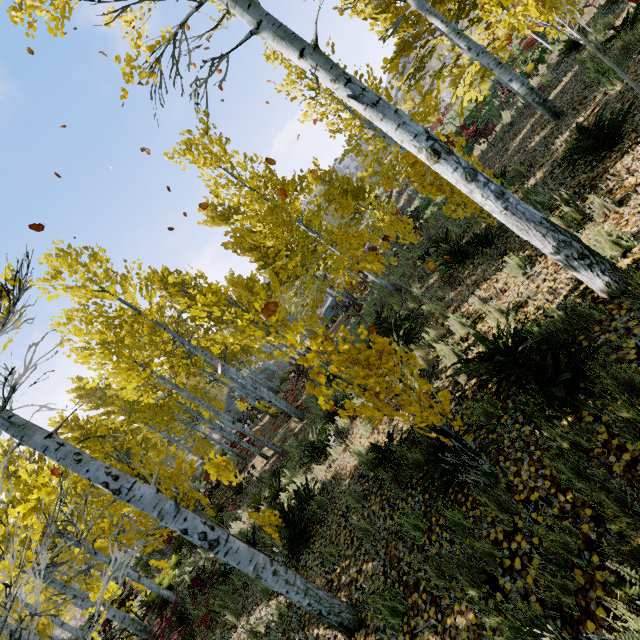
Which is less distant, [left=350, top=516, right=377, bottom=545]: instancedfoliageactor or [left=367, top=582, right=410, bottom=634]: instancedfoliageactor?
[left=367, top=582, right=410, bottom=634]: instancedfoliageactor

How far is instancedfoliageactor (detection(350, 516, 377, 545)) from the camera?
4.26m

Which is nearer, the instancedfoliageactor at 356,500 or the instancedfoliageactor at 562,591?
the instancedfoliageactor at 562,591

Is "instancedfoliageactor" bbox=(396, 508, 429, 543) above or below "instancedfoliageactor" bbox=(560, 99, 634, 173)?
below

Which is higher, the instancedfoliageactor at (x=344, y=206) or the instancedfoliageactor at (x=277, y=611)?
the instancedfoliageactor at (x=344, y=206)

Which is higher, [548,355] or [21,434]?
[21,434]
